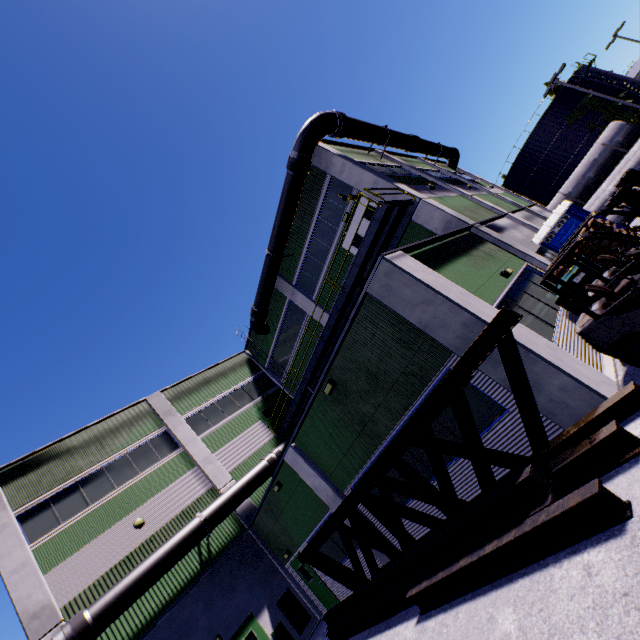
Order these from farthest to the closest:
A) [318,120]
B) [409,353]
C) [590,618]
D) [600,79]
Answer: [600,79] < [318,120] < [409,353] < [590,618]

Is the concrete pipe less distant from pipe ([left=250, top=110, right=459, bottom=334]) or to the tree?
pipe ([left=250, top=110, right=459, bottom=334])

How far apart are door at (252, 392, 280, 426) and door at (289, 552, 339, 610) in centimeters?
725cm

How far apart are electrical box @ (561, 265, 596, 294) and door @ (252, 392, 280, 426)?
17.7 meters

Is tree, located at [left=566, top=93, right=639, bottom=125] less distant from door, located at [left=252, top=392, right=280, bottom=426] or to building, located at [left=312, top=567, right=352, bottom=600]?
building, located at [left=312, top=567, right=352, bottom=600]

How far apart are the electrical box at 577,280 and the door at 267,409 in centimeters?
1770cm

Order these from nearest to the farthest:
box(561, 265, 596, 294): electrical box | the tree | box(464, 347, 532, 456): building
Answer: box(464, 347, 532, 456): building
box(561, 265, 596, 294): electrical box
the tree

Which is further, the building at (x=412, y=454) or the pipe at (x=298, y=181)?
the pipe at (x=298, y=181)
